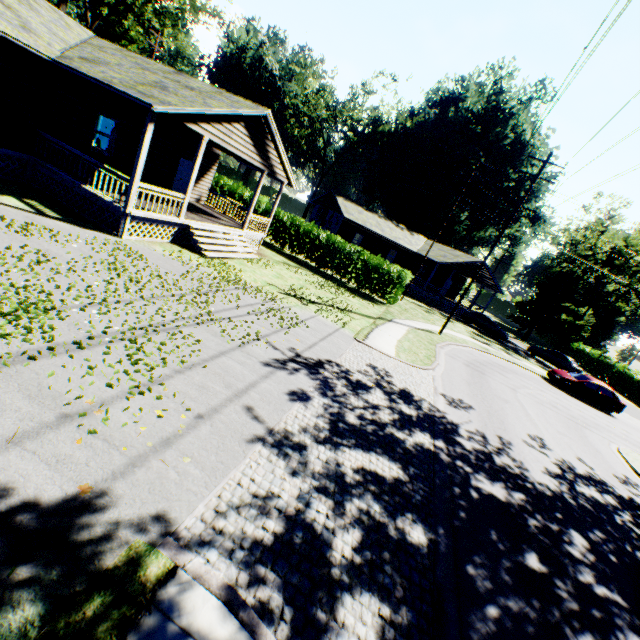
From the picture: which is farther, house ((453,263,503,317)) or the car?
house ((453,263,503,317))

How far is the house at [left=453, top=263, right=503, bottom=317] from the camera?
36.5m

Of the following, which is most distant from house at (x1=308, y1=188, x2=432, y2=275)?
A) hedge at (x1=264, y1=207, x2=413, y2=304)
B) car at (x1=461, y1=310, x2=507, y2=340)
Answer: hedge at (x1=264, y1=207, x2=413, y2=304)

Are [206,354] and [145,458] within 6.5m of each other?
yes

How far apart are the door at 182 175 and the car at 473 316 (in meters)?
28.74

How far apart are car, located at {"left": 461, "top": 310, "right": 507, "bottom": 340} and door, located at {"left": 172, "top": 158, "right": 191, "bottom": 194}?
28.7 meters

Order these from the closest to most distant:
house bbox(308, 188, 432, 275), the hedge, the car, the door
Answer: the door < the hedge < the car < house bbox(308, 188, 432, 275)

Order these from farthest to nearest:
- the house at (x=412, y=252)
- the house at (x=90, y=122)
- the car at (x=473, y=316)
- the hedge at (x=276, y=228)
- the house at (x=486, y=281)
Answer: the house at (x=486, y=281)
the house at (x=412, y=252)
the car at (x=473, y=316)
the hedge at (x=276, y=228)
the house at (x=90, y=122)
